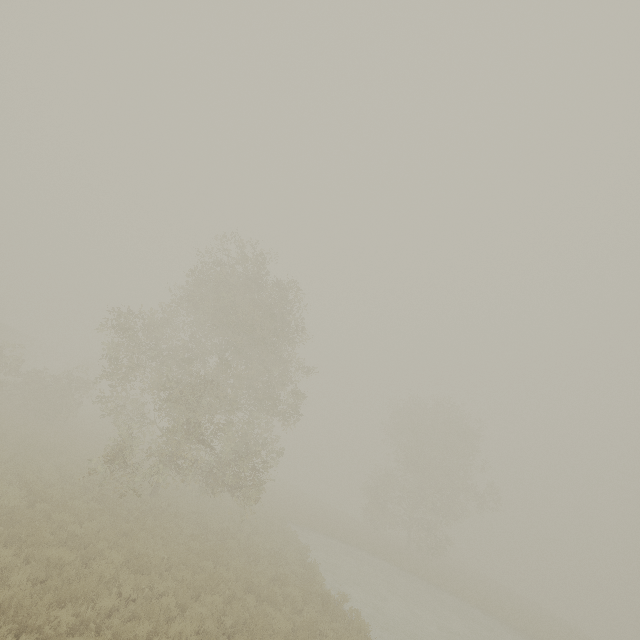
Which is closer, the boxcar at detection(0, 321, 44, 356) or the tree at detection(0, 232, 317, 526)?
the tree at detection(0, 232, 317, 526)

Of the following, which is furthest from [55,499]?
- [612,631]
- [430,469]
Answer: [612,631]

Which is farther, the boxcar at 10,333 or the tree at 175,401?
the boxcar at 10,333
